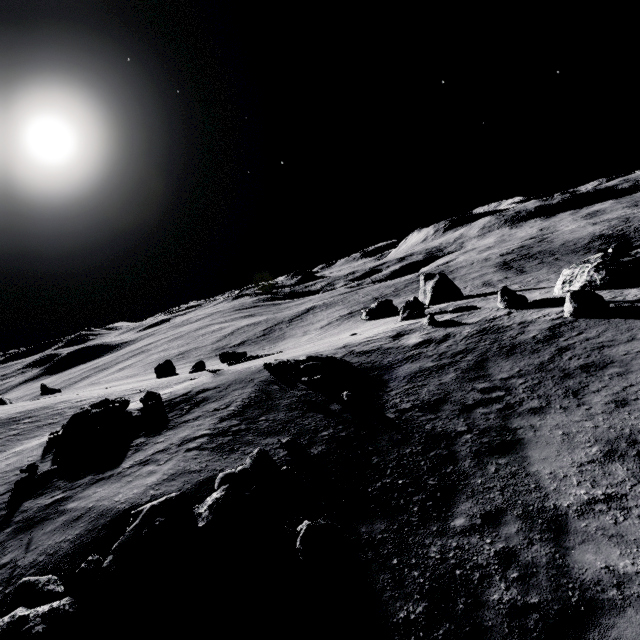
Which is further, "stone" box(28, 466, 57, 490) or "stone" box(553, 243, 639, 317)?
"stone" box(553, 243, 639, 317)

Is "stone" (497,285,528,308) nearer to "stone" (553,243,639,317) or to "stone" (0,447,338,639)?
"stone" (553,243,639,317)

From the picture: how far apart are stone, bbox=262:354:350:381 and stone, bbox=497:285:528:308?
11.3 meters

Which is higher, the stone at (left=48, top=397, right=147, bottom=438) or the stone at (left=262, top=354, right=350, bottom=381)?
the stone at (left=48, top=397, right=147, bottom=438)

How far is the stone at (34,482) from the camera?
11.0m

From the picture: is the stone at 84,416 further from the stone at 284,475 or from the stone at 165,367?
the stone at 165,367

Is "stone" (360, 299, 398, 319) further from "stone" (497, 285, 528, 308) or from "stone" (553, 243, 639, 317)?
"stone" (497, 285, 528, 308)

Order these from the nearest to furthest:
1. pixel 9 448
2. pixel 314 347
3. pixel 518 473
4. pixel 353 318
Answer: pixel 518 473 → pixel 9 448 → pixel 314 347 → pixel 353 318
